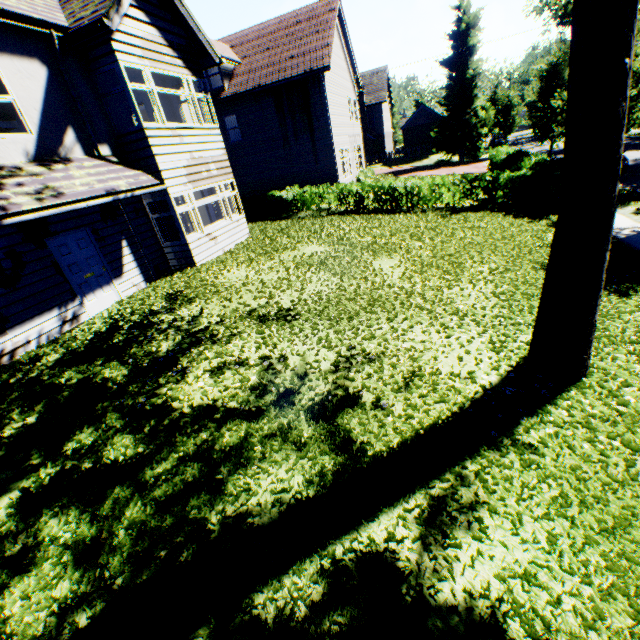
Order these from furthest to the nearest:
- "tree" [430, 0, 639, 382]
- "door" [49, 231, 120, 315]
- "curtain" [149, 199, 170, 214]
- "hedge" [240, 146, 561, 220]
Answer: "hedge" [240, 146, 561, 220] < "curtain" [149, 199, 170, 214] < "door" [49, 231, 120, 315] < "tree" [430, 0, 639, 382]

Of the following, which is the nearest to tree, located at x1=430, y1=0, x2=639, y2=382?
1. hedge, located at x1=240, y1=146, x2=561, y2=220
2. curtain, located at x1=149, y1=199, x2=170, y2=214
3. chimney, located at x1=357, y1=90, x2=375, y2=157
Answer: hedge, located at x1=240, y1=146, x2=561, y2=220

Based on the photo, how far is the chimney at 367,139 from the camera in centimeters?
4141cm

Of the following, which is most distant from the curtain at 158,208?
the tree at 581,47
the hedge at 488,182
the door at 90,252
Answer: the tree at 581,47

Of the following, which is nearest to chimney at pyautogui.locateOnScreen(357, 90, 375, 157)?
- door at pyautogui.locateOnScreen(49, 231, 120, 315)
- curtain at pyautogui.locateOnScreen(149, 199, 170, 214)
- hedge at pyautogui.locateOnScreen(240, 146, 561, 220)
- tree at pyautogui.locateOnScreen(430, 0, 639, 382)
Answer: tree at pyautogui.locateOnScreen(430, 0, 639, 382)

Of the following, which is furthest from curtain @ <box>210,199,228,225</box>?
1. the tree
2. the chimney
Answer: the chimney

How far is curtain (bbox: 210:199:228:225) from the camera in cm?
1336

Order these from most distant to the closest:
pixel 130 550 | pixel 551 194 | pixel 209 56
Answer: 1. pixel 551 194
2. pixel 209 56
3. pixel 130 550
